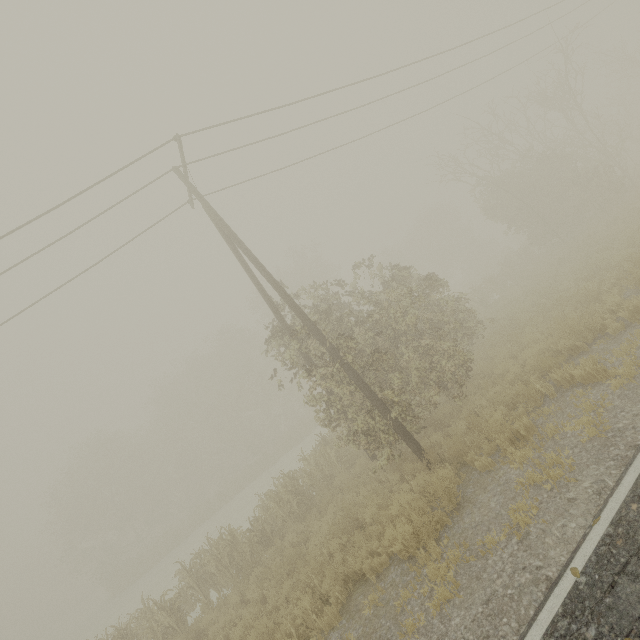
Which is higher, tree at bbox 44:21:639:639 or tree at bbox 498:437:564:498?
tree at bbox 44:21:639:639

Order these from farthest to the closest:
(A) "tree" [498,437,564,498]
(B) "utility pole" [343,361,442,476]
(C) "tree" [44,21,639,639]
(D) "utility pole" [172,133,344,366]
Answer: (C) "tree" [44,21,639,639] → (D) "utility pole" [172,133,344,366] → (B) "utility pole" [343,361,442,476] → (A) "tree" [498,437,564,498]

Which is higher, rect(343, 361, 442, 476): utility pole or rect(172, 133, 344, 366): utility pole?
rect(172, 133, 344, 366): utility pole

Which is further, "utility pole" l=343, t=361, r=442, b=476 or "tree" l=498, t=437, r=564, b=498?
"utility pole" l=343, t=361, r=442, b=476

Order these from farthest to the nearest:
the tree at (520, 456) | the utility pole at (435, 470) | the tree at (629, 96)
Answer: the tree at (629, 96)
the utility pole at (435, 470)
the tree at (520, 456)

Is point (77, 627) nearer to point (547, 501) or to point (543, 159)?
point (547, 501)

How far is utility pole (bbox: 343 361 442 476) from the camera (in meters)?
8.32

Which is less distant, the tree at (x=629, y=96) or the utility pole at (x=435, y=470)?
the utility pole at (x=435, y=470)
